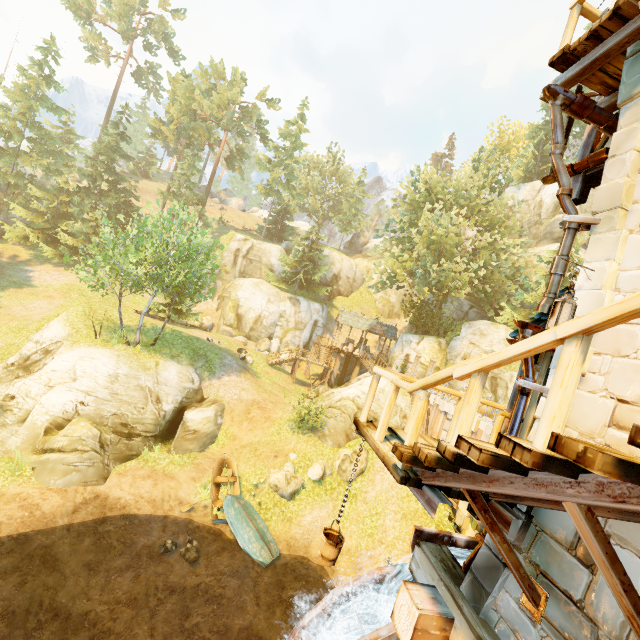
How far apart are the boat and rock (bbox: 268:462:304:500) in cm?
146

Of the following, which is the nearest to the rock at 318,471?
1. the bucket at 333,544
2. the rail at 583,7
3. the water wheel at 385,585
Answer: the water wheel at 385,585

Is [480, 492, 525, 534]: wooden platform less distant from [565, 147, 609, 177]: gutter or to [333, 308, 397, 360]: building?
[565, 147, 609, 177]: gutter

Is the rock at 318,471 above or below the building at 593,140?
below

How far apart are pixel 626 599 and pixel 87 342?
23.3 meters

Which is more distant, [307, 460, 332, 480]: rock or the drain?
[307, 460, 332, 480]: rock

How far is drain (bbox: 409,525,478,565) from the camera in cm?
703

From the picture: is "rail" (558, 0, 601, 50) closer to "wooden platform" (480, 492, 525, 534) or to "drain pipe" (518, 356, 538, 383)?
"drain pipe" (518, 356, 538, 383)
